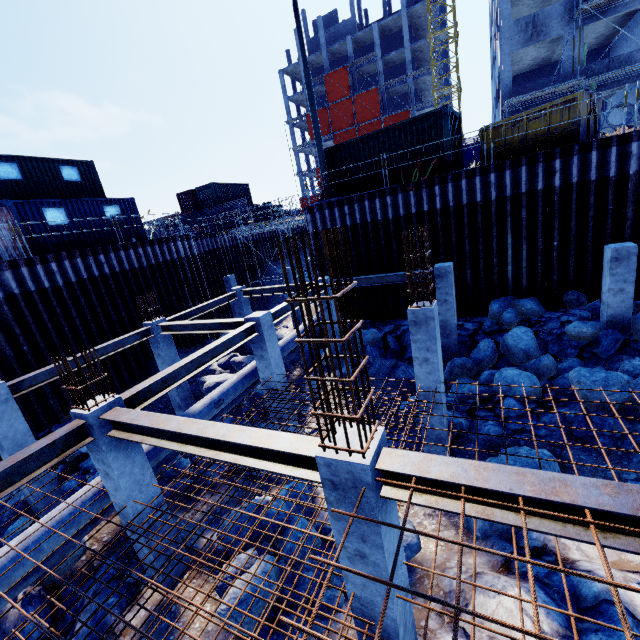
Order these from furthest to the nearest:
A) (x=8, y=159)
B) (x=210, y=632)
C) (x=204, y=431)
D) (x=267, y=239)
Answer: (x=267, y=239) → (x=8, y=159) → (x=210, y=632) → (x=204, y=431)

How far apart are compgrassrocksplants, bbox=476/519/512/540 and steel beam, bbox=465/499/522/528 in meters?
4.0

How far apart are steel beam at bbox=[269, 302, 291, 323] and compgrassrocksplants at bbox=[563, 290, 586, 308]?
9.3m

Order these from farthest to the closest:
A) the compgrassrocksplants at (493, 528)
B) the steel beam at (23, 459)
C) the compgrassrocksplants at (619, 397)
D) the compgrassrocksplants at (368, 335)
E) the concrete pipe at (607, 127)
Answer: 1. the concrete pipe at (607, 127)
2. the compgrassrocksplants at (368, 335)
3. the compgrassrocksplants at (619, 397)
4. the compgrassrocksplants at (493, 528)
5. the steel beam at (23, 459)

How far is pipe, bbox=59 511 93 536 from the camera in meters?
6.8 m

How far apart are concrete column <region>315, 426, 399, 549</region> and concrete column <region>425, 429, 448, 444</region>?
4.3 meters

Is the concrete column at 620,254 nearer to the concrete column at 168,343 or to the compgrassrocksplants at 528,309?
the compgrassrocksplants at 528,309

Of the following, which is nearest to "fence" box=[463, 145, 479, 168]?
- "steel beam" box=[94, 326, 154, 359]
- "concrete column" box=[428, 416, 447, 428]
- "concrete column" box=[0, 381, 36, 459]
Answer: "concrete column" box=[428, 416, 447, 428]
